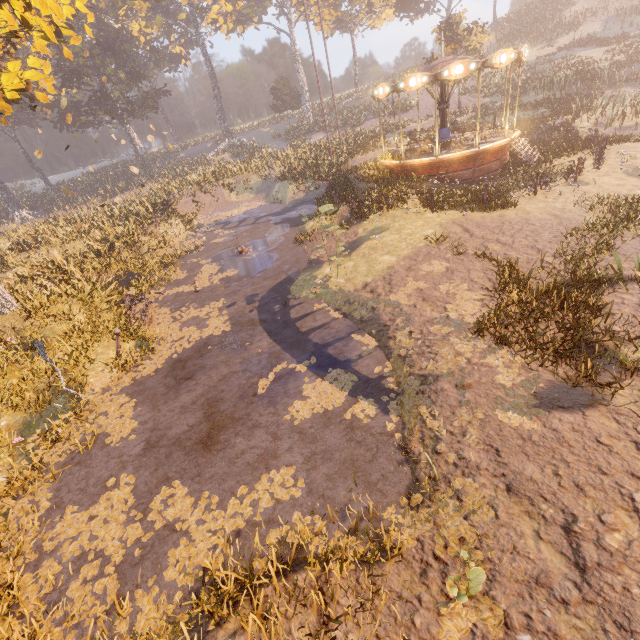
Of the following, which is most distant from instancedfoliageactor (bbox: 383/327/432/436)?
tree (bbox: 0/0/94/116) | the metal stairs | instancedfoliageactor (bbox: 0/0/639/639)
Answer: the metal stairs

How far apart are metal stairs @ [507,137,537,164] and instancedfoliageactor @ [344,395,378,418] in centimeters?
1683cm

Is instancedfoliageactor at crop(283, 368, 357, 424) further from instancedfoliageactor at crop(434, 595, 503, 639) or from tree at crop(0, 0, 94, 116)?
tree at crop(0, 0, 94, 116)

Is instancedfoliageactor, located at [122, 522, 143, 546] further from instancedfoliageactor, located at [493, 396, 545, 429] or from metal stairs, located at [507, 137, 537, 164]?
metal stairs, located at [507, 137, 537, 164]

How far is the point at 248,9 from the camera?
40.50m

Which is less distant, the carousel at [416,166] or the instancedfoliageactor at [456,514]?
the instancedfoliageactor at [456,514]

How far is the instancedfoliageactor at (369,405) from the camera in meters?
6.4
